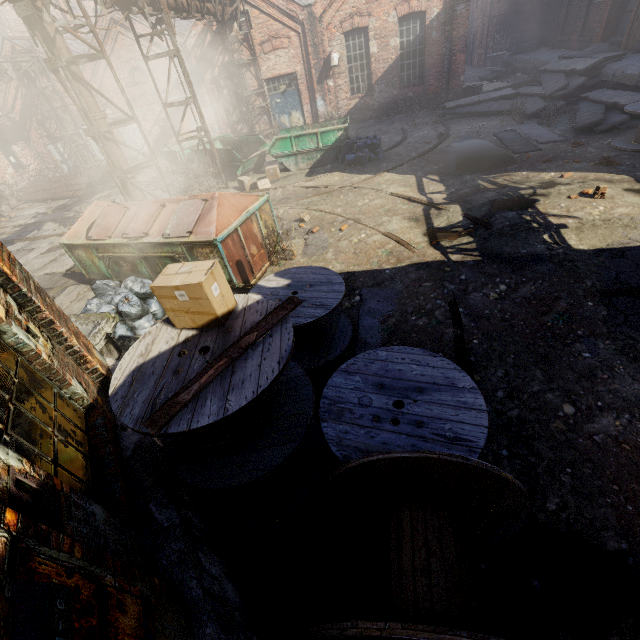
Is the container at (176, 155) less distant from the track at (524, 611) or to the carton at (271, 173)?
the carton at (271, 173)

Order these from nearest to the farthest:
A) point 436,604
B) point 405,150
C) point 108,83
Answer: point 436,604
point 405,150
point 108,83

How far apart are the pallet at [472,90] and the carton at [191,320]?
20.3m

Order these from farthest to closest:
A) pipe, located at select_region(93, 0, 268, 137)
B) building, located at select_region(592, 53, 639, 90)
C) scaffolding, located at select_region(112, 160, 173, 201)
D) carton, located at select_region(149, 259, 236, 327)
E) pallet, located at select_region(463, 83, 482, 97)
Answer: pallet, located at select_region(463, 83, 482, 97) → building, located at select_region(592, 53, 639, 90) → pipe, located at select_region(93, 0, 268, 137) → scaffolding, located at select_region(112, 160, 173, 201) → carton, located at select_region(149, 259, 236, 327)

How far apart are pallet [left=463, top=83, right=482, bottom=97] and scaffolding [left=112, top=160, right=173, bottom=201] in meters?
16.5 m

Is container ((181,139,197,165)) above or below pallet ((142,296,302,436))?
below

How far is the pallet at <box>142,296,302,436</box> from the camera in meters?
2.2

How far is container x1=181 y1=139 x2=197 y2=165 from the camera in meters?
14.9
